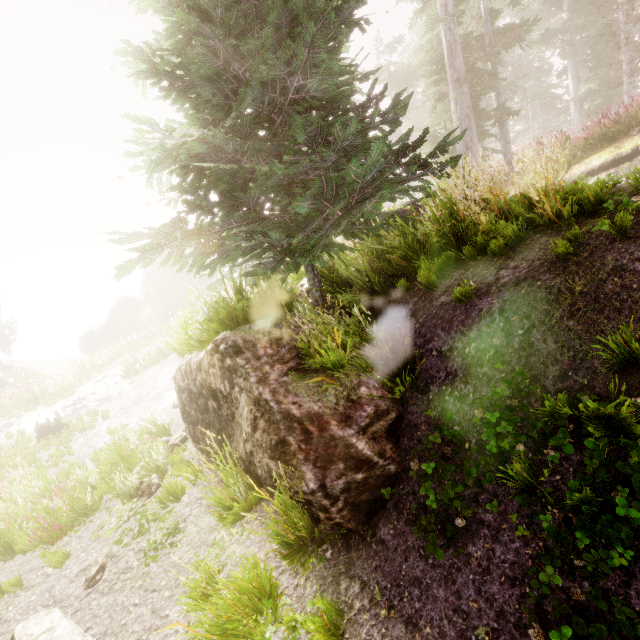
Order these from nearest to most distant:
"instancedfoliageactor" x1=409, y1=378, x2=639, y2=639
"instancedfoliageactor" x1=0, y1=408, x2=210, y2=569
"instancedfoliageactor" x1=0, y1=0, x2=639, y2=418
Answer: "instancedfoliageactor" x1=409, y1=378, x2=639, y2=639
"instancedfoliageactor" x1=0, y1=0, x2=639, y2=418
"instancedfoliageactor" x1=0, y1=408, x2=210, y2=569

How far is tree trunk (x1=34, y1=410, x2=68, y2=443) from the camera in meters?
13.3

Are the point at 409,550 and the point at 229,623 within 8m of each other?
yes

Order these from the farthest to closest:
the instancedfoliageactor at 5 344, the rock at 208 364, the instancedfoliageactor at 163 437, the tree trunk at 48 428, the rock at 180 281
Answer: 1. the rock at 180 281
2. the instancedfoliageactor at 5 344
3. the tree trunk at 48 428
4. the instancedfoliageactor at 163 437
5. the rock at 208 364

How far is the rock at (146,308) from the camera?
39.9m

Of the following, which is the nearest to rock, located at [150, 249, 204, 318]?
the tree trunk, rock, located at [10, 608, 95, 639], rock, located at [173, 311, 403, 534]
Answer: the tree trunk

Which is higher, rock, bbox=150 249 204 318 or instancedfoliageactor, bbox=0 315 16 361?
rock, bbox=150 249 204 318

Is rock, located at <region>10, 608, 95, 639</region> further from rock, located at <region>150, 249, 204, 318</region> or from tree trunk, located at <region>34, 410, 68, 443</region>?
rock, located at <region>150, 249, 204, 318</region>
